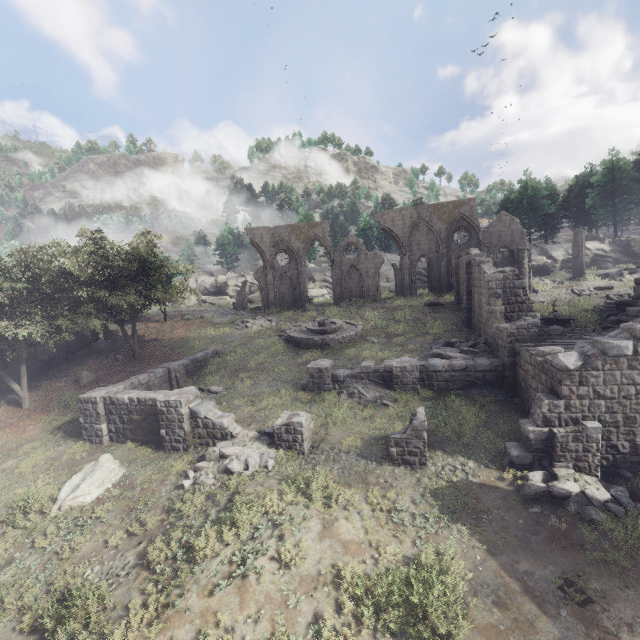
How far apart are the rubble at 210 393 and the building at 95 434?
0.6 meters

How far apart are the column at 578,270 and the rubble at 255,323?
29.84m

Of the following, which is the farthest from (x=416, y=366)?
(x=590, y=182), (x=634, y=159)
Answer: (x=634, y=159)

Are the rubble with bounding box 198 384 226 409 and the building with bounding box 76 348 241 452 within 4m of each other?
yes

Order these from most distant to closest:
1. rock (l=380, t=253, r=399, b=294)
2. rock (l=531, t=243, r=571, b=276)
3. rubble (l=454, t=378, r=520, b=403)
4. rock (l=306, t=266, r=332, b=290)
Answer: rock (l=306, t=266, r=332, b=290) < rock (l=380, t=253, r=399, b=294) < rock (l=531, t=243, r=571, b=276) < rubble (l=454, t=378, r=520, b=403)

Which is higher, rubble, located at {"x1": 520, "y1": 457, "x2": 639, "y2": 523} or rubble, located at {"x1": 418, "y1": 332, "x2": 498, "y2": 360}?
rubble, located at {"x1": 418, "y1": 332, "x2": 498, "y2": 360}

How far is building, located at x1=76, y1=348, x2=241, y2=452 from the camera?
14.03m

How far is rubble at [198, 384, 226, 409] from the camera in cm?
1784
